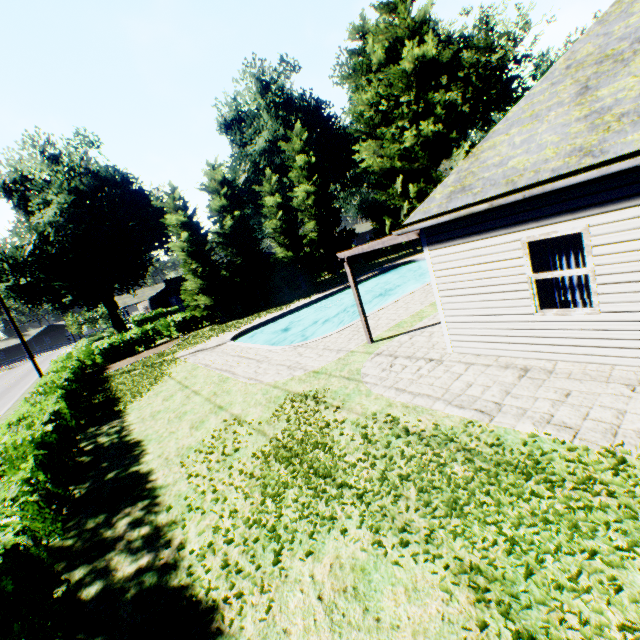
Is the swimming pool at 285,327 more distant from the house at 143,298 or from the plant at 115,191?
the house at 143,298

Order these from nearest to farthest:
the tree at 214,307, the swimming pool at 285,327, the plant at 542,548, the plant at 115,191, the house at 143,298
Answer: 1. the plant at 542,548
2. the swimming pool at 285,327
3. the tree at 214,307
4. the plant at 115,191
5. the house at 143,298

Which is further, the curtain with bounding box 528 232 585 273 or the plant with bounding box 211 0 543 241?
the plant with bounding box 211 0 543 241

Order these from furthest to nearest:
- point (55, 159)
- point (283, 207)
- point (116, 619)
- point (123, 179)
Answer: point (123, 179) < point (283, 207) < point (55, 159) < point (116, 619)

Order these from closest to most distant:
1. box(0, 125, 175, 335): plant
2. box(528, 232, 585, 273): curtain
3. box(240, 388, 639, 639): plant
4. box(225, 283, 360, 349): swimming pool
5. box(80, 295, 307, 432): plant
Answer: box(240, 388, 639, 639): plant → box(528, 232, 585, 273): curtain → box(80, 295, 307, 432): plant → box(225, 283, 360, 349): swimming pool → box(0, 125, 175, 335): plant

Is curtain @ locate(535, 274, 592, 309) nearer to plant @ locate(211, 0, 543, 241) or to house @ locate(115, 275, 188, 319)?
plant @ locate(211, 0, 543, 241)

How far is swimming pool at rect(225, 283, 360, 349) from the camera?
17.11m
